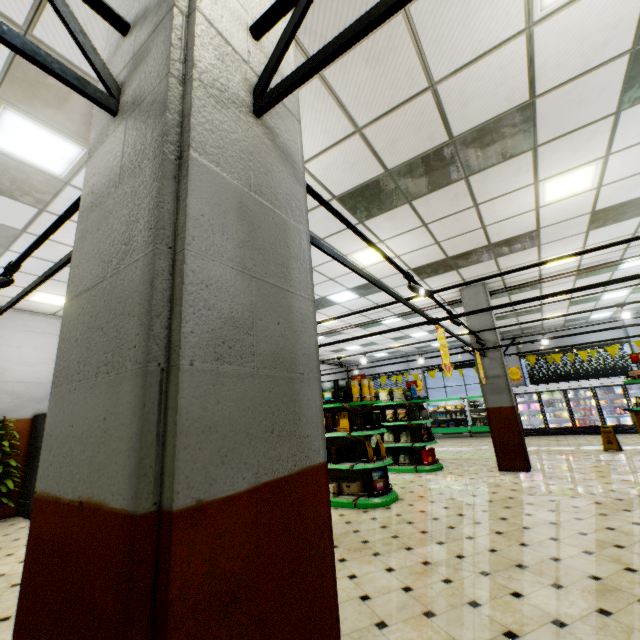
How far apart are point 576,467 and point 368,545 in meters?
6.7

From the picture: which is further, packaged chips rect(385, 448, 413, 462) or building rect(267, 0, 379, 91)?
packaged chips rect(385, 448, 413, 462)

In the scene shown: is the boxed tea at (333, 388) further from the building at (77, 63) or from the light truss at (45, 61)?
the light truss at (45, 61)

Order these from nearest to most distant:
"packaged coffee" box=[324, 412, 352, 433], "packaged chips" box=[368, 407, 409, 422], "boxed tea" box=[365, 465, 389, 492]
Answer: "boxed tea" box=[365, 465, 389, 492] → "packaged coffee" box=[324, 412, 352, 433] → "packaged chips" box=[368, 407, 409, 422]

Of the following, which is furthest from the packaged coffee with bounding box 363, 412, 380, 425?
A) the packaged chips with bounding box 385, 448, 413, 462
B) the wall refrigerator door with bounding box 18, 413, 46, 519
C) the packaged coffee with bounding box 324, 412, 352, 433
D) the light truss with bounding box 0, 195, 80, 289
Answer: the wall refrigerator door with bounding box 18, 413, 46, 519

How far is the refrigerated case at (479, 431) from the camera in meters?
16.4

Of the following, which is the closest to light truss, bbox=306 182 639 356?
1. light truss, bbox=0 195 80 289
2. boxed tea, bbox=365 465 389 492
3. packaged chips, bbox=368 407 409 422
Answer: light truss, bbox=0 195 80 289

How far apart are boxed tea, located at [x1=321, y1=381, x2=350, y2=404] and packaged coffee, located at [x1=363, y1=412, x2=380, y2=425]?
0.6m
